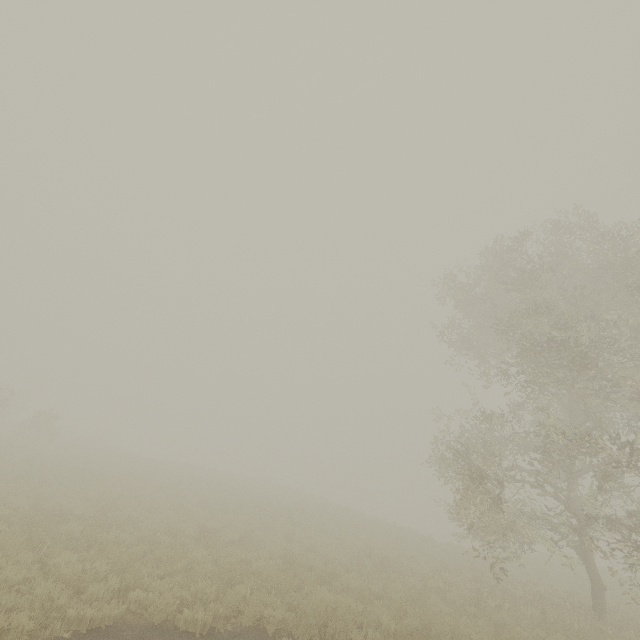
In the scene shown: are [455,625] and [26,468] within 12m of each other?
no
